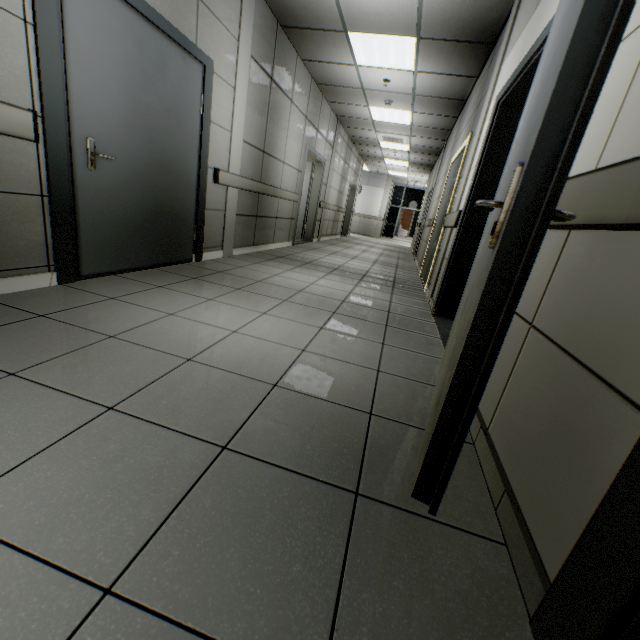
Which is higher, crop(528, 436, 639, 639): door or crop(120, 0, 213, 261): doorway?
crop(120, 0, 213, 261): doorway

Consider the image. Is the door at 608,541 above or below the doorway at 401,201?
below

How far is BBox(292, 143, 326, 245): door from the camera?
7.27m

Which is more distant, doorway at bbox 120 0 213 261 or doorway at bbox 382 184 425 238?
doorway at bbox 382 184 425 238

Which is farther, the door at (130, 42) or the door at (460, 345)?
the door at (130, 42)

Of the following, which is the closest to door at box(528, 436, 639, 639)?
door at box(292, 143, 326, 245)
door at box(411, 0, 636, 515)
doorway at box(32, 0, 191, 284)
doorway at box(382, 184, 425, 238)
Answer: door at box(411, 0, 636, 515)

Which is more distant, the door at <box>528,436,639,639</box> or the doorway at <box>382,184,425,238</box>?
the doorway at <box>382,184,425,238</box>

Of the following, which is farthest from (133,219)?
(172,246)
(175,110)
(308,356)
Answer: (308,356)
